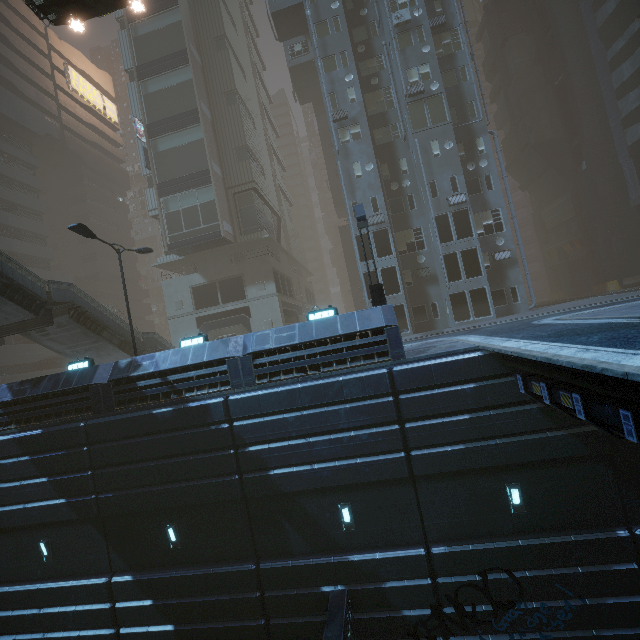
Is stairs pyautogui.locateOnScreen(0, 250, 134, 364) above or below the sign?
below

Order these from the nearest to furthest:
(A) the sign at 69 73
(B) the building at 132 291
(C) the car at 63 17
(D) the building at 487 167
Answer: (C) the car at 63 17
(D) the building at 487 167
(A) the sign at 69 73
(B) the building at 132 291

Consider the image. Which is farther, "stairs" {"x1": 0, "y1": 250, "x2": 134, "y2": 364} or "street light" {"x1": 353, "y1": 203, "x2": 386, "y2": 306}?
"stairs" {"x1": 0, "y1": 250, "x2": 134, "y2": 364}

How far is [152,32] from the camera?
31.5m

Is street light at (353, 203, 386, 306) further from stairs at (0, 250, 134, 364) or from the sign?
the sign

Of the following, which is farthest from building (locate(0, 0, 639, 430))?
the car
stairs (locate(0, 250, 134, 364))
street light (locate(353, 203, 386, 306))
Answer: the car

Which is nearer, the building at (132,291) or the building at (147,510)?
the building at (147,510)

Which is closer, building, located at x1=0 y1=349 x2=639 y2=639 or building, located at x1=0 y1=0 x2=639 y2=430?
building, located at x1=0 y1=349 x2=639 y2=639
